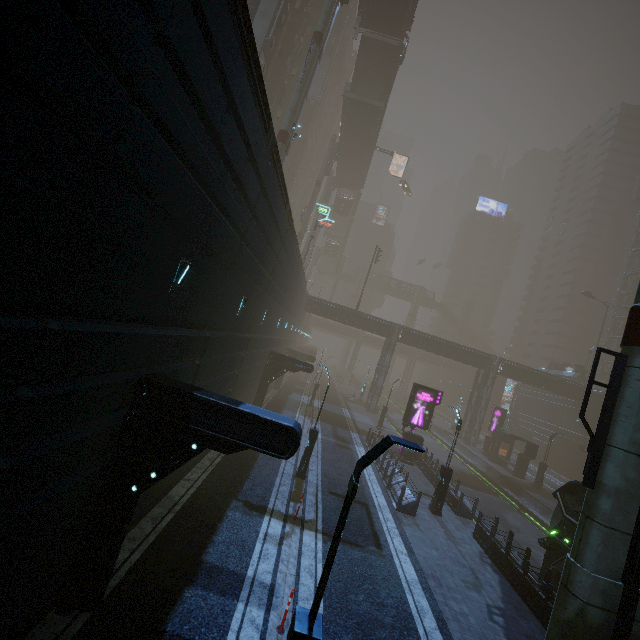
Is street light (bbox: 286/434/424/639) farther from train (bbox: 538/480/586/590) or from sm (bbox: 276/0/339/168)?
train (bbox: 538/480/586/590)

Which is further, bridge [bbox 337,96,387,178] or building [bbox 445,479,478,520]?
bridge [bbox 337,96,387,178]

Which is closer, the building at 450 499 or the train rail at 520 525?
the building at 450 499

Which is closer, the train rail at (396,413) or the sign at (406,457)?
the sign at (406,457)

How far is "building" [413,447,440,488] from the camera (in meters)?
21.34

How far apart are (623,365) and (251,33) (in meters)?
12.23

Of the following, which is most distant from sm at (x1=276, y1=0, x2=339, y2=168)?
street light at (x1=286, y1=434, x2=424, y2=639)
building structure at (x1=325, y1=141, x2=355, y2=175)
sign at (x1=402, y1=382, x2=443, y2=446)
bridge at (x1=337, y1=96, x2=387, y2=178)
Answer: building structure at (x1=325, y1=141, x2=355, y2=175)

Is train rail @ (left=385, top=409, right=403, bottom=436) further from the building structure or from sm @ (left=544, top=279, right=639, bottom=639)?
the building structure
